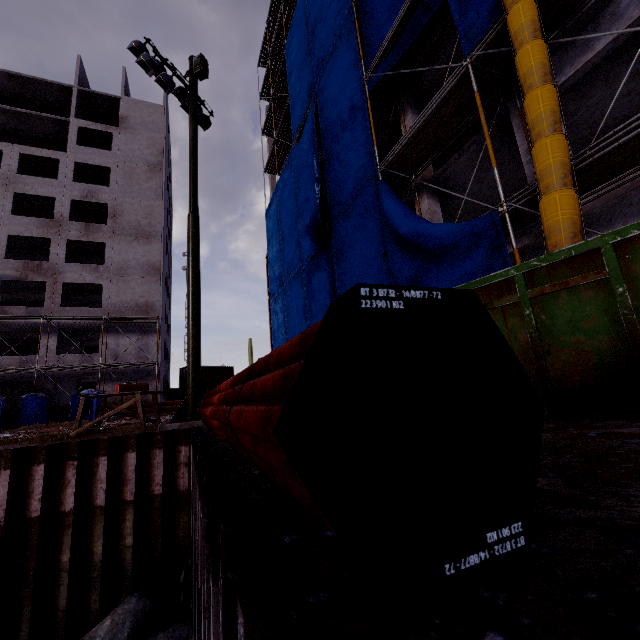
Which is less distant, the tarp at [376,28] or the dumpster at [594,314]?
the dumpster at [594,314]

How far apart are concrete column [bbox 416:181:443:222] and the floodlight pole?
7.02m

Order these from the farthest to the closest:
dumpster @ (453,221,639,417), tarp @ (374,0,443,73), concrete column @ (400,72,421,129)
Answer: concrete column @ (400,72,421,129) → tarp @ (374,0,443,73) → dumpster @ (453,221,639,417)

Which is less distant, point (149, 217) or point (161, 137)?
point (149, 217)

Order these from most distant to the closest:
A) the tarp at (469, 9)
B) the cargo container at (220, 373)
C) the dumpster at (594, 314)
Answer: the cargo container at (220, 373)
the tarp at (469, 9)
the dumpster at (594, 314)

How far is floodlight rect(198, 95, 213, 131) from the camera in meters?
11.1 m

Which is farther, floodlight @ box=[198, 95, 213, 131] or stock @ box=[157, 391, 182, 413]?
stock @ box=[157, 391, 182, 413]

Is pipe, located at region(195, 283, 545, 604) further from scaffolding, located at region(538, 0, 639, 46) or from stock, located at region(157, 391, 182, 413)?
stock, located at region(157, 391, 182, 413)
